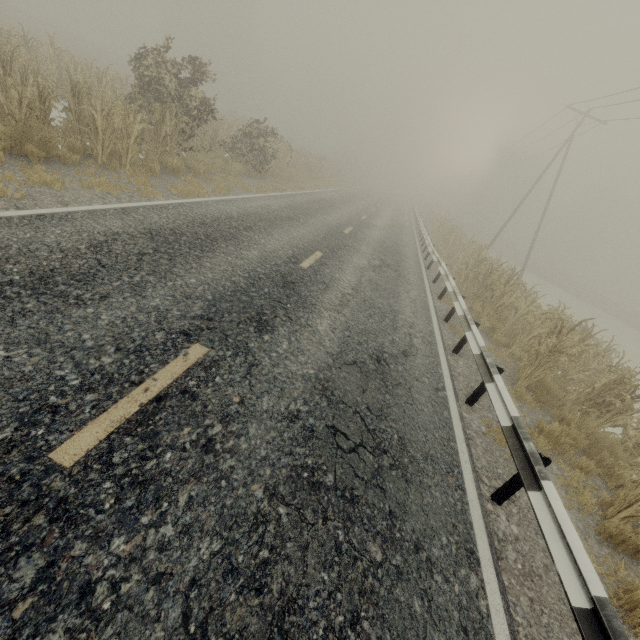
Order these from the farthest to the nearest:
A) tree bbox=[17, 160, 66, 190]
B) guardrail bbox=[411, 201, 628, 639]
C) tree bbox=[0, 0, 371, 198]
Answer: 1. tree bbox=[0, 0, 371, 198]
2. tree bbox=[17, 160, 66, 190]
3. guardrail bbox=[411, 201, 628, 639]

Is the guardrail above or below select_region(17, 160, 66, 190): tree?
above

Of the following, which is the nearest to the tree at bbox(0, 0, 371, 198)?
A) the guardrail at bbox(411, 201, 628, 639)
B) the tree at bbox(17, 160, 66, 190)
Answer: the tree at bbox(17, 160, 66, 190)

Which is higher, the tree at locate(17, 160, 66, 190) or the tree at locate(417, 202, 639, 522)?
the tree at locate(417, 202, 639, 522)

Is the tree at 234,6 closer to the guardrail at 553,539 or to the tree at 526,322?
the tree at 526,322

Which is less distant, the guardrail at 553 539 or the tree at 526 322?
the guardrail at 553 539

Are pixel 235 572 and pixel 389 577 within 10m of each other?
yes

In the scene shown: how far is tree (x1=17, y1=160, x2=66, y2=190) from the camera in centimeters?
598cm
